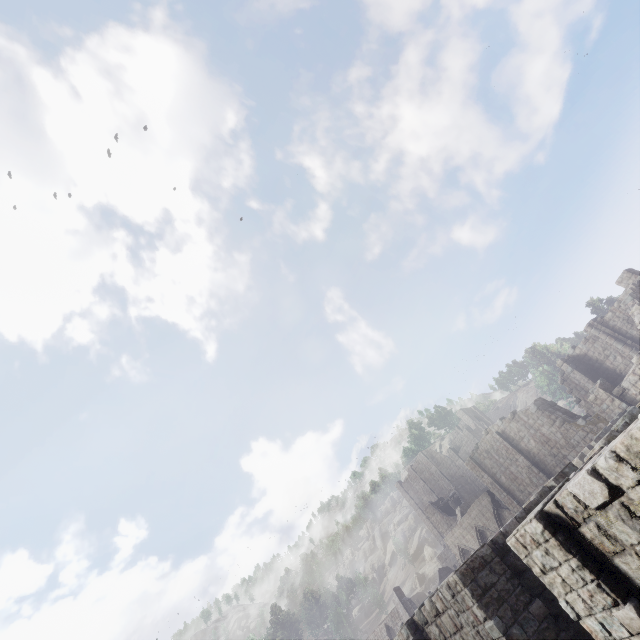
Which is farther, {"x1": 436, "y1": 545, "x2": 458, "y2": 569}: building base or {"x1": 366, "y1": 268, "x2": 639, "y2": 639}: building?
{"x1": 436, "y1": 545, "x2": 458, "y2": 569}: building base

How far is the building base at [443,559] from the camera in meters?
52.4 m

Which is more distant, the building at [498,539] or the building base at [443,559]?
the building base at [443,559]

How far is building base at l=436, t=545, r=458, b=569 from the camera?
52.44m

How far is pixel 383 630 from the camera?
43.1m
